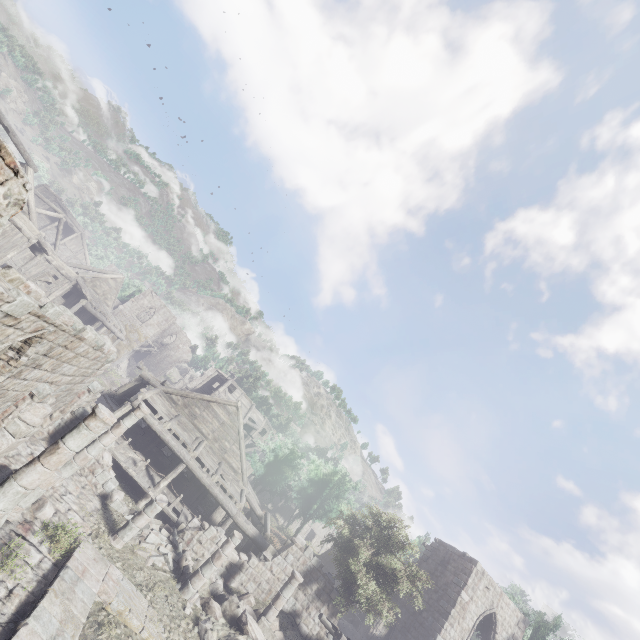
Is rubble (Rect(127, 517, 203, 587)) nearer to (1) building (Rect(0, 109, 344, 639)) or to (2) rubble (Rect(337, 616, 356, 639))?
(1) building (Rect(0, 109, 344, 639))

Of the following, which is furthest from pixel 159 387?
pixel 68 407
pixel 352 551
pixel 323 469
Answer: pixel 323 469

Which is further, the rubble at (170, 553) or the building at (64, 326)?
the rubble at (170, 553)

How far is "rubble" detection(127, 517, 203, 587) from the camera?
13.3m

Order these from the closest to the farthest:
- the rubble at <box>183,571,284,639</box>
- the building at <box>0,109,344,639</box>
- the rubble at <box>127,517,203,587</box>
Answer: the building at <box>0,109,344,639</box>, the rubble at <box>183,571,284,639</box>, the rubble at <box>127,517,203,587</box>
